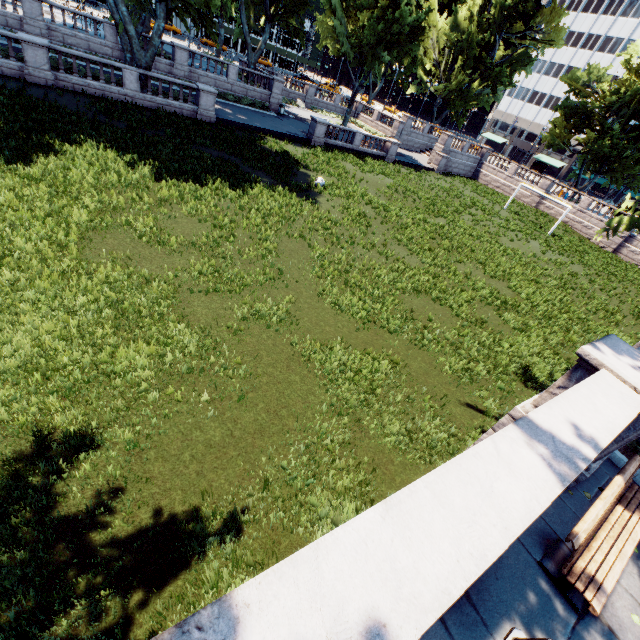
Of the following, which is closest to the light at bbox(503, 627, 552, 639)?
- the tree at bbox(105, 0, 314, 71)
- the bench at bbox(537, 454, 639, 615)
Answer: the bench at bbox(537, 454, 639, 615)

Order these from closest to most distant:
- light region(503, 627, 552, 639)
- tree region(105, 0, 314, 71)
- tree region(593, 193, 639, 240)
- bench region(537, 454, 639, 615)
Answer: light region(503, 627, 552, 639), bench region(537, 454, 639, 615), tree region(593, 193, 639, 240), tree region(105, 0, 314, 71)

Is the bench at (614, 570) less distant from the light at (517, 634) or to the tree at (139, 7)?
the light at (517, 634)

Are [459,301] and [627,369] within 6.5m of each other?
no

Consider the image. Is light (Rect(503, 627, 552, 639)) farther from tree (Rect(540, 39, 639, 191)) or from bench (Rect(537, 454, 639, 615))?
tree (Rect(540, 39, 639, 191))

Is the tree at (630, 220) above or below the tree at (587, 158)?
below

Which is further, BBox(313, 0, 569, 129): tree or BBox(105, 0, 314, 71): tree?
BBox(313, 0, 569, 129): tree
